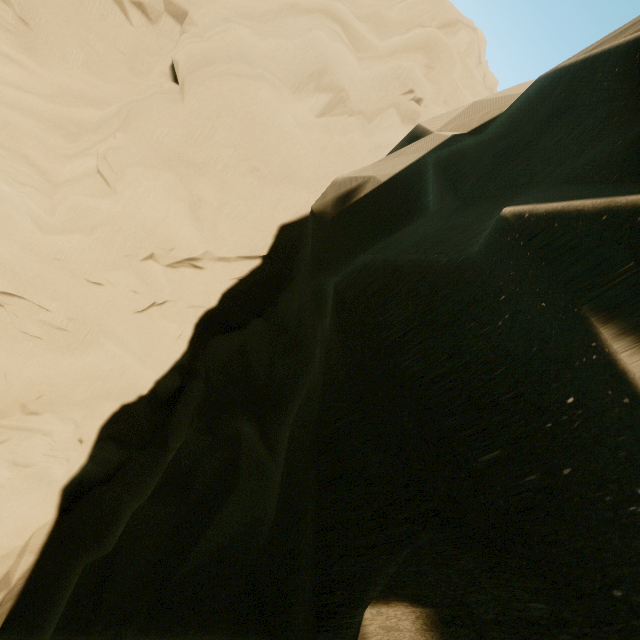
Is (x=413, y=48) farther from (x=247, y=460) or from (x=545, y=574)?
(x=545, y=574)
